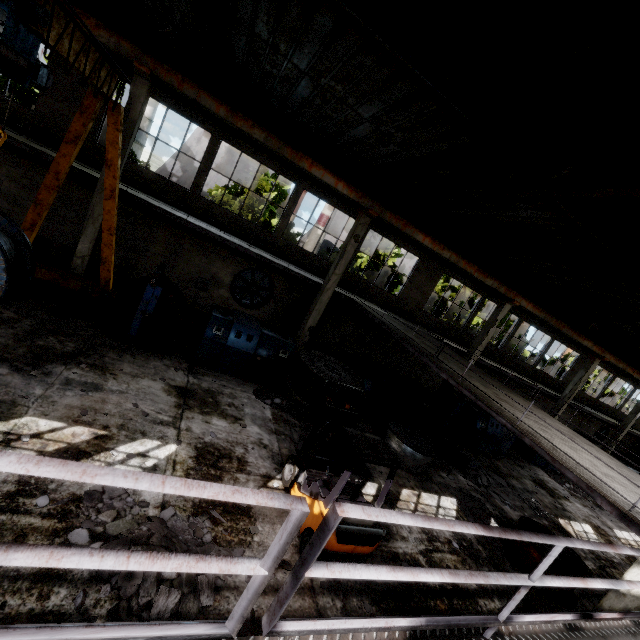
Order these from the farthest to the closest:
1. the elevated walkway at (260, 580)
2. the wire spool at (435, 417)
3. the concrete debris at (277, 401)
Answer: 1. the wire spool at (435, 417)
2. the concrete debris at (277, 401)
3. the elevated walkway at (260, 580)

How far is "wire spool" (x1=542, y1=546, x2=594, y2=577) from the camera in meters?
8.7 m

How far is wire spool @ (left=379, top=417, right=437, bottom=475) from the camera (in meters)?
11.16

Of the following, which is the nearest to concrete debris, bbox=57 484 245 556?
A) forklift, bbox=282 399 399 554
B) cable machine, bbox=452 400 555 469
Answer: forklift, bbox=282 399 399 554

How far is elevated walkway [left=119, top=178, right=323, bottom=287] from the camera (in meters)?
11.74

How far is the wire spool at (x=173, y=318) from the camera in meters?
10.4 m

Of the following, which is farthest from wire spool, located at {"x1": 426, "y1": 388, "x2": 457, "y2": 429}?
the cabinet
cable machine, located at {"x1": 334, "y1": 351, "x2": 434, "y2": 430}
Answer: the cabinet

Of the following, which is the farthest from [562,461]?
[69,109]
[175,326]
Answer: [69,109]
